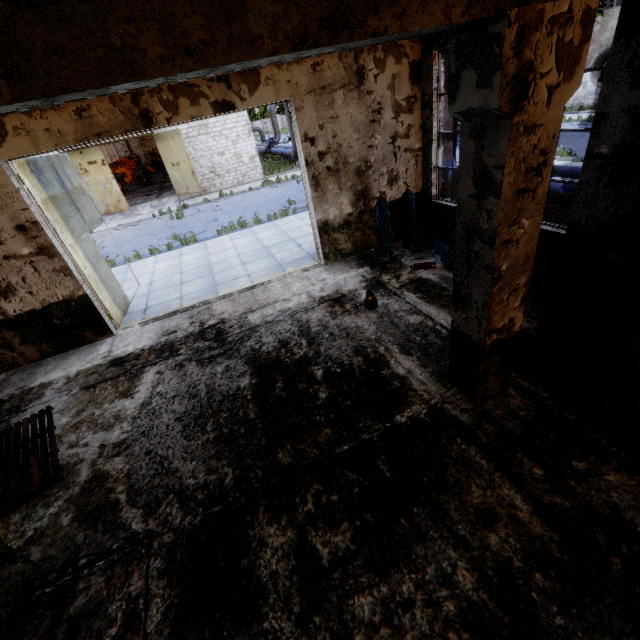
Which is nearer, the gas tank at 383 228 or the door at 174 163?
the gas tank at 383 228

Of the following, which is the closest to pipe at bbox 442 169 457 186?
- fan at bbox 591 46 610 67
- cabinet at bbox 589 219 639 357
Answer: cabinet at bbox 589 219 639 357

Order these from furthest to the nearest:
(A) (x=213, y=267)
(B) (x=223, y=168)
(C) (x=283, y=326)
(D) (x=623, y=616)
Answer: (B) (x=223, y=168), (A) (x=213, y=267), (C) (x=283, y=326), (D) (x=623, y=616)

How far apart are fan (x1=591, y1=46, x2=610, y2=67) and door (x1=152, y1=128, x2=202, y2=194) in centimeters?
2704cm

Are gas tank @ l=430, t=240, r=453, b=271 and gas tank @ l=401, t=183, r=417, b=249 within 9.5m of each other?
yes

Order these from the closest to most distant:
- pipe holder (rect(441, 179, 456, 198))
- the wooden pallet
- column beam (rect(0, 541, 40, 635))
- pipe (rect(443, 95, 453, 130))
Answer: column beam (rect(0, 541, 40, 635)) → the wooden pallet → pipe (rect(443, 95, 453, 130)) → pipe holder (rect(441, 179, 456, 198))

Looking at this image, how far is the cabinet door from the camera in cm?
379

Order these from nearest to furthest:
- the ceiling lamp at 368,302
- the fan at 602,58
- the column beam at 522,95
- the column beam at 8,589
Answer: the column beam at 522,95, the column beam at 8,589, the ceiling lamp at 368,302, the fan at 602,58
